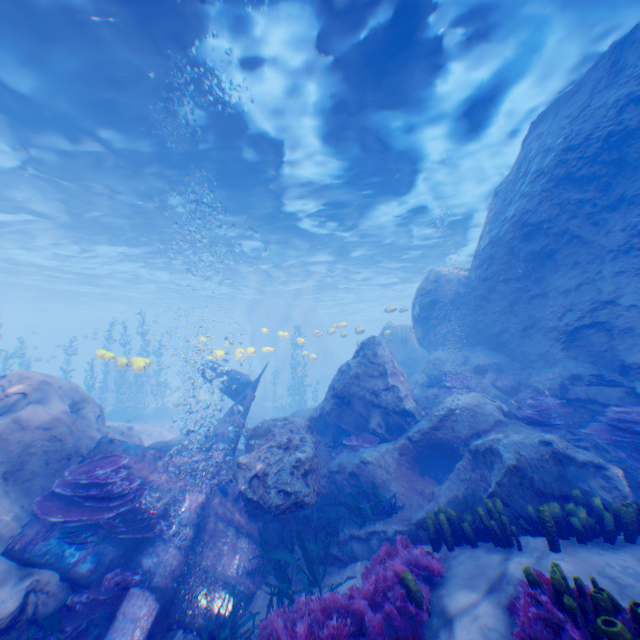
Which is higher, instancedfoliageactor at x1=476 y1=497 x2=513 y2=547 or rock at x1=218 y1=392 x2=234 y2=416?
instancedfoliageactor at x1=476 y1=497 x2=513 y2=547

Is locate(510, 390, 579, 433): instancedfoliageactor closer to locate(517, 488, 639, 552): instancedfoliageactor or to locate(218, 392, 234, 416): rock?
locate(218, 392, 234, 416): rock

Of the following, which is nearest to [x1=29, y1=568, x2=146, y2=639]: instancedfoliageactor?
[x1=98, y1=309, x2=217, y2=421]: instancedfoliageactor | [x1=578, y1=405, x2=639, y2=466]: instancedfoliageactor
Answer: [x1=98, y1=309, x2=217, y2=421]: instancedfoliageactor

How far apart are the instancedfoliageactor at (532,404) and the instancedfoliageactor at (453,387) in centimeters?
133cm

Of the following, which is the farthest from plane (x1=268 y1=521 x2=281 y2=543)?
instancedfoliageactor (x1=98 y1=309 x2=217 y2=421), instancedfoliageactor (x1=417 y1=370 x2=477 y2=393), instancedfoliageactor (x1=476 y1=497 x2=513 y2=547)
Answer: instancedfoliageactor (x1=417 y1=370 x2=477 y2=393)

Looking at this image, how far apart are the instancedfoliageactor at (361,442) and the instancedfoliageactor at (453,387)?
3.0 meters

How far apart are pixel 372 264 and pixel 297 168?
15.6 meters

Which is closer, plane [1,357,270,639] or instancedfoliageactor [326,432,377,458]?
plane [1,357,270,639]
